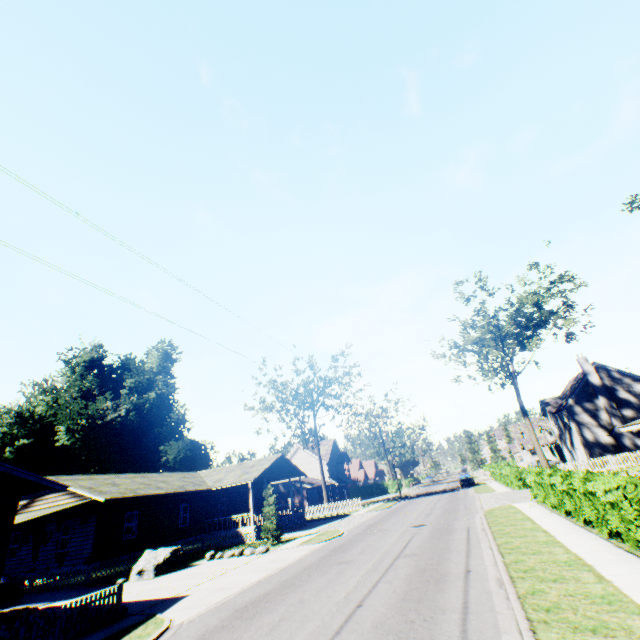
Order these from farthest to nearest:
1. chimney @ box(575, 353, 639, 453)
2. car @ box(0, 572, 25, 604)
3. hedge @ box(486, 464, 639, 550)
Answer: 1. chimney @ box(575, 353, 639, 453)
2. car @ box(0, 572, 25, 604)
3. hedge @ box(486, 464, 639, 550)

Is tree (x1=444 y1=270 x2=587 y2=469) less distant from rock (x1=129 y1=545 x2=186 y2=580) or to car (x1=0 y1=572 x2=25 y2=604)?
rock (x1=129 y1=545 x2=186 y2=580)

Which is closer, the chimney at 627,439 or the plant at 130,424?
the chimney at 627,439

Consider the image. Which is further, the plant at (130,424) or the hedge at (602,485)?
the plant at (130,424)

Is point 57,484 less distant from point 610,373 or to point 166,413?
point 166,413

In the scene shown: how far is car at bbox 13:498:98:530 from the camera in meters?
17.6 m

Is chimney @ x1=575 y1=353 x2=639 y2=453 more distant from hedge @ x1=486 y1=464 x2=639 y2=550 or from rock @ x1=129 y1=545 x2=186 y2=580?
rock @ x1=129 y1=545 x2=186 y2=580

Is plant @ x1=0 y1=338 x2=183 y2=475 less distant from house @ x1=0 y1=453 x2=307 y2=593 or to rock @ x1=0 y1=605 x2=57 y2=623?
house @ x1=0 y1=453 x2=307 y2=593
